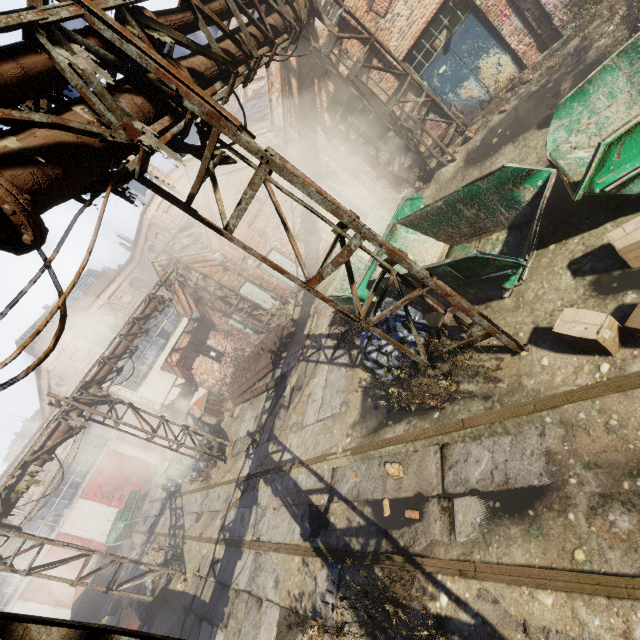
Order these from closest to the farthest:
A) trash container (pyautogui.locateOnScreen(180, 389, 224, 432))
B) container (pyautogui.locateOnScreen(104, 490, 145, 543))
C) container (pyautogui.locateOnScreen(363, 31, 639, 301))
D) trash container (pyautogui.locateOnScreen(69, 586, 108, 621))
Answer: container (pyautogui.locateOnScreen(363, 31, 639, 301)), trash container (pyautogui.locateOnScreen(180, 389, 224, 432)), trash container (pyautogui.locateOnScreen(69, 586, 108, 621)), container (pyautogui.locateOnScreen(104, 490, 145, 543))

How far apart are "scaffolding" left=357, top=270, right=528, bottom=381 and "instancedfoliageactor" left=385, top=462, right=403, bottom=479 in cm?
114

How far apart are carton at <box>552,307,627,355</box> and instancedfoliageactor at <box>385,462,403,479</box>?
3.19m

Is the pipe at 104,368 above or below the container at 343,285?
above

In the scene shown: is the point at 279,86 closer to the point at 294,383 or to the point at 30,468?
the point at 294,383

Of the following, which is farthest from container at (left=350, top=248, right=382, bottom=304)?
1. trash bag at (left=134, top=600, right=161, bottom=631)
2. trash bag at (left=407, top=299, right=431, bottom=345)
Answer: trash bag at (left=134, top=600, right=161, bottom=631)

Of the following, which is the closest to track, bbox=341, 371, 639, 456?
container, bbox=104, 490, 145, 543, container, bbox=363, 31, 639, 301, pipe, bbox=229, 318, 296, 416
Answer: container, bbox=104, 490, 145, 543

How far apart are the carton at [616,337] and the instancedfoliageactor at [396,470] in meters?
3.2 m
